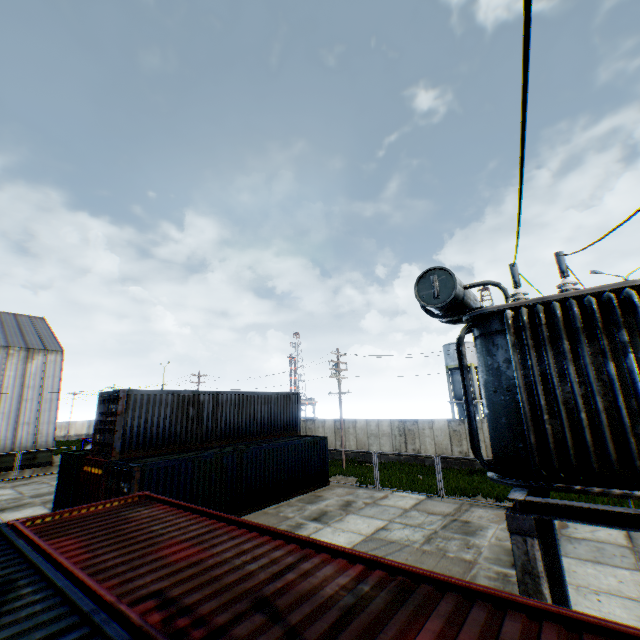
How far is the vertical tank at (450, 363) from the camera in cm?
4153

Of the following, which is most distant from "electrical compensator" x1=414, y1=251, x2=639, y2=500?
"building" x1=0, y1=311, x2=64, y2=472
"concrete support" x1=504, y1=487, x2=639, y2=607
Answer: "building" x1=0, y1=311, x2=64, y2=472

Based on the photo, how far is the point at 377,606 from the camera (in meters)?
3.36

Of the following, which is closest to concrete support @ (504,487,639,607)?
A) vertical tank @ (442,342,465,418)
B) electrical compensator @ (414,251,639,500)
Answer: electrical compensator @ (414,251,639,500)

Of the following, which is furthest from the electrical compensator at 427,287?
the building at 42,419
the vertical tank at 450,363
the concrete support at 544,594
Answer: the vertical tank at 450,363

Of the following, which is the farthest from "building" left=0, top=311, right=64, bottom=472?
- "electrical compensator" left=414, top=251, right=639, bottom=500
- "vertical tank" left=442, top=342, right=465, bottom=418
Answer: "vertical tank" left=442, top=342, right=465, bottom=418

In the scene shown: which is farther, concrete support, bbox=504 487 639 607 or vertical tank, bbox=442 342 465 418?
vertical tank, bbox=442 342 465 418

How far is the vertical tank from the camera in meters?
41.5
